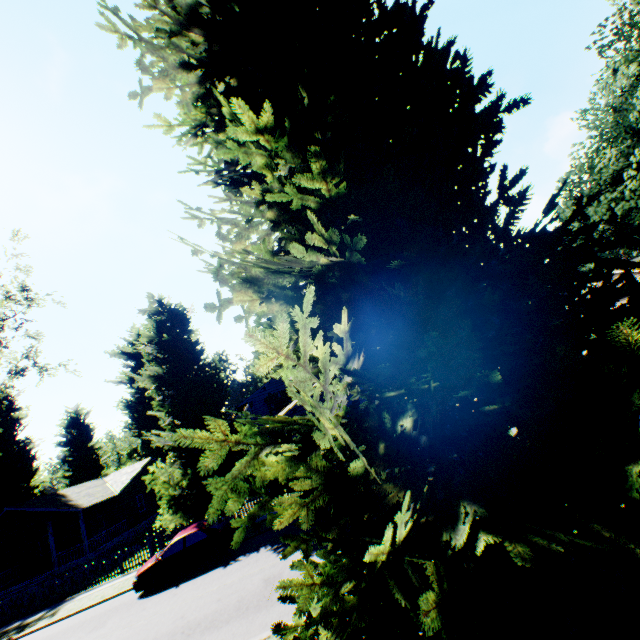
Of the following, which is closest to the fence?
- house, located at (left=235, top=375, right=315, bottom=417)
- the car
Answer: house, located at (left=235, top=375, right=315, bottom=417)

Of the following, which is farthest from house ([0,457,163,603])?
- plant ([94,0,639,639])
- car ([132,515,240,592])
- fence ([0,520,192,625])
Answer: car ([132,515,240,592])

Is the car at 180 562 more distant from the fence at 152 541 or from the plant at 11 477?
the fence at 152 541

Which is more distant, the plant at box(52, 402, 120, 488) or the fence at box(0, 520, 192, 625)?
the plant at box(52, 402, 120, 488)

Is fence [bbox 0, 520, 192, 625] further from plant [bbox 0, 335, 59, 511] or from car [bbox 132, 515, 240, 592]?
car [bbox 132, 515, 240, 592]

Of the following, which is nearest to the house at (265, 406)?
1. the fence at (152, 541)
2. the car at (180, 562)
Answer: the fence at (152, 541)

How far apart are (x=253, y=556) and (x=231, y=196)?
14.60m

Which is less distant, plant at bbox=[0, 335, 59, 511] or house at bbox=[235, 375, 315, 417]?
plant at bbox=[0, 335, 59, 511]
